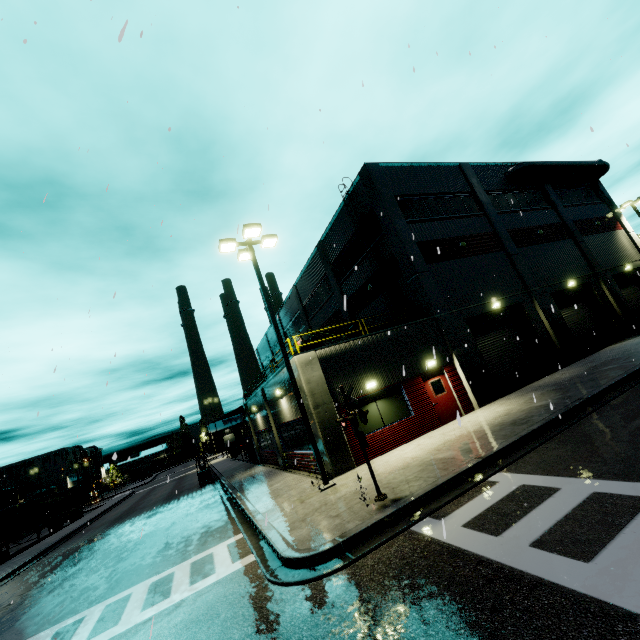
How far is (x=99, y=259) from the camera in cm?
813

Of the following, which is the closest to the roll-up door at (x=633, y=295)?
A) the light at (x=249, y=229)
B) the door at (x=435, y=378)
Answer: the door at (x=435, y=378)

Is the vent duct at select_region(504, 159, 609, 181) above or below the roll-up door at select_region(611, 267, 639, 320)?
above

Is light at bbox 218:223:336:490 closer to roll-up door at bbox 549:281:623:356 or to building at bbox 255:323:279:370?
building at bbox 255:323:279:370

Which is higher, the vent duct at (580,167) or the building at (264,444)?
the vent duct at (580,167)

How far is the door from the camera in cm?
1495

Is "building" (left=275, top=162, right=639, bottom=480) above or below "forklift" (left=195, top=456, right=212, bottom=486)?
above

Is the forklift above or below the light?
below
